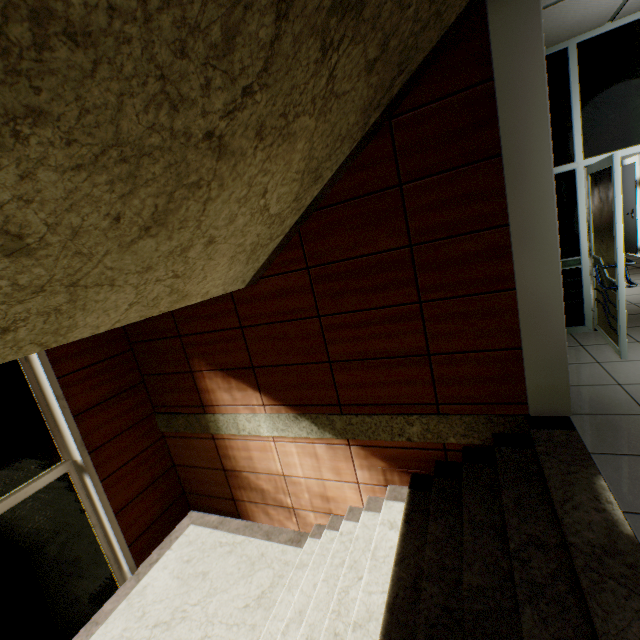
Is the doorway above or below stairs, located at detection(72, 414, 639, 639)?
above

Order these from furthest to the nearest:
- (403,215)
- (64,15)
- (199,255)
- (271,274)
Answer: (271,274)
(403,215)
(199,255)
(64,15)

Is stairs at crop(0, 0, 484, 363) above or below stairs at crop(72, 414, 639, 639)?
above

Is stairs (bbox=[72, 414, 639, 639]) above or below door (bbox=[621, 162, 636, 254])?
below

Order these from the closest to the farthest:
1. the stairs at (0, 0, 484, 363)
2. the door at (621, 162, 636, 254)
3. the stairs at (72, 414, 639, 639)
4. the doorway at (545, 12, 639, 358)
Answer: the stairs at (0, 0, 484, 363)
the stairs at (72, 414, 639, 639)
the doorway at (545, 12, 639, 358)
the door at (621, 162, 636, 254)

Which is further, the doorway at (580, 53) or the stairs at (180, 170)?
the doorway at (580, 53)

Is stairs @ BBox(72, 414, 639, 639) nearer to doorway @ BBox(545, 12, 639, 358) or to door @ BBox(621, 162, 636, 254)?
doorway @ BBox(545, 12, 639, 358)

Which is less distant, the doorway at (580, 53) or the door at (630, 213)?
the doorway at (580, 53)
